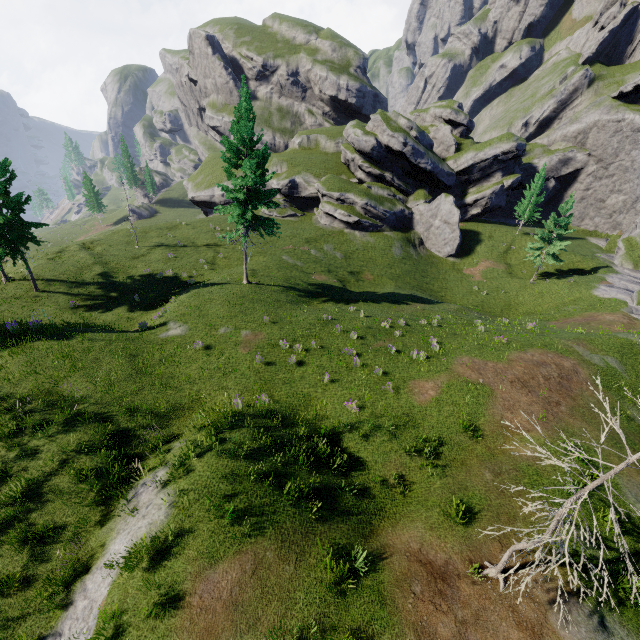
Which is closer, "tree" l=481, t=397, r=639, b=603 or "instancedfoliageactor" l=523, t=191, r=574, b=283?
"tree" l=481, t=397, r=639, b=603

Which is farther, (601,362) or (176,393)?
(601,362)

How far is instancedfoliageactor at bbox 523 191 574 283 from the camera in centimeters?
3702cm

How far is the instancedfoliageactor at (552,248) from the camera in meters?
37.0 m

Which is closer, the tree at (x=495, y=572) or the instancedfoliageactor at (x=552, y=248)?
the tree at (x=495, y=572)

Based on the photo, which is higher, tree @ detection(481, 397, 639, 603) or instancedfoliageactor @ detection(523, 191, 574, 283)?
tree @ detection(481, 397, 639, 603)
